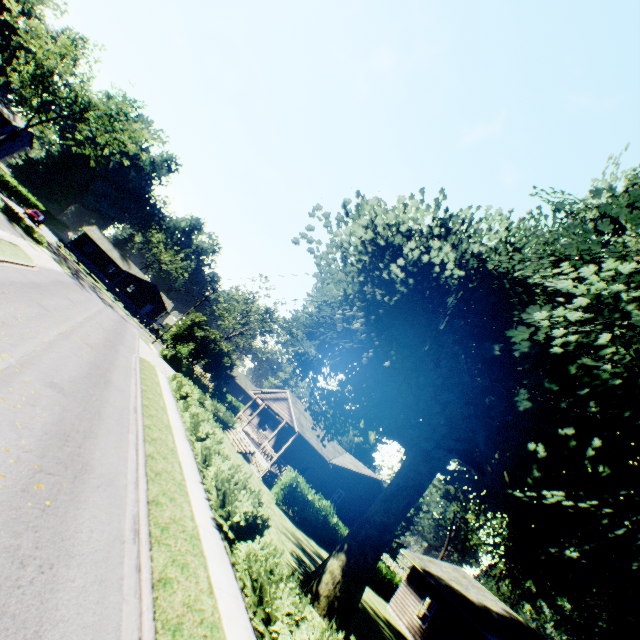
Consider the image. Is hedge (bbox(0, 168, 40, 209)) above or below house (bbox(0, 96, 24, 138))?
below

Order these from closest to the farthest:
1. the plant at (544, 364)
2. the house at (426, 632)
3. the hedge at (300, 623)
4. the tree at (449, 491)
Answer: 1. the hedge at (300, 623)
2. the plant at (544, 364)
3. the house at (426, 632)
4. the tree at (449, 491)

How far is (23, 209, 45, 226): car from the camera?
46.0m

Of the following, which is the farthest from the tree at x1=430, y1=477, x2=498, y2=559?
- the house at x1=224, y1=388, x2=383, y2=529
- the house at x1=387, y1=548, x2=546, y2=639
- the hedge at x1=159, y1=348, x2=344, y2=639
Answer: the hedge at x1=159, y1=348, x2=344, y2=639

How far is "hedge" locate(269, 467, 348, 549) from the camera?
22.08m

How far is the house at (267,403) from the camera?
26.58m

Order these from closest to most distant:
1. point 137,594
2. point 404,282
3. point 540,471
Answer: point 137,594
point 404,282
point 540,471

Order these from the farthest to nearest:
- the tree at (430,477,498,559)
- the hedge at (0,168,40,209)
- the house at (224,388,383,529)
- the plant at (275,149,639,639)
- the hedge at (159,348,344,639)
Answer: the tree at (430,477,498,559)
the hedge at (0,168,40,209)
the house at (224,388,383,529)
the plant at (275,149,639,639)
the hedge at (159,348,344,639)
